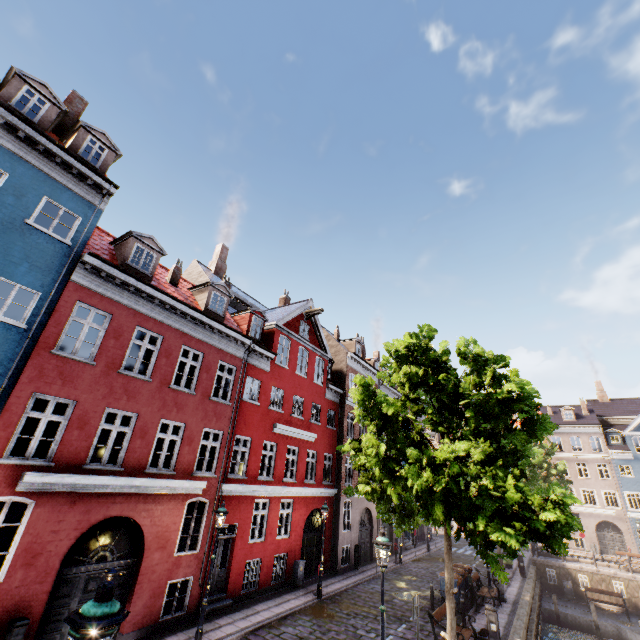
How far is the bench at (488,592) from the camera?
15.0 meters

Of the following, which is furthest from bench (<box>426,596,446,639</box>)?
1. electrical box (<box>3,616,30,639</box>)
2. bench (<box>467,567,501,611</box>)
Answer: electrical box (<box>3,616,30,639</box>)

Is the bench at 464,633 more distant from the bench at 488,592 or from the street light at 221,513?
the bench at 488,592

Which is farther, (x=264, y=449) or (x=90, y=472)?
(x=264, y=449)

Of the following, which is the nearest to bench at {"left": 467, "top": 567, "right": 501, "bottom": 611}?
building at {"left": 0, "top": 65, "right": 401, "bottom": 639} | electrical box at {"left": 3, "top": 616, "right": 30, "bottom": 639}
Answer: building at {"left": 0, "top": 65, "right": 401, "bottom": 639}

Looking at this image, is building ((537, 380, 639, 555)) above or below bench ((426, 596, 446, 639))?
above

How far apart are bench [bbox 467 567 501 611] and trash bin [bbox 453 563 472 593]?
0.3 meters

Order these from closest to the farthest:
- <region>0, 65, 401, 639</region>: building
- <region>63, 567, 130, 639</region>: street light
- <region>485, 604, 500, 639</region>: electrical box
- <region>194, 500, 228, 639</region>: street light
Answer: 1. <region>63, 567, 130, 639</region>: street light
2. <region>0, 65, 401, 639</region>: building
3. <region>194, 500, 228, 639</region>: street light
4. <region>485, 604, 500, 639</region>: electrical box
